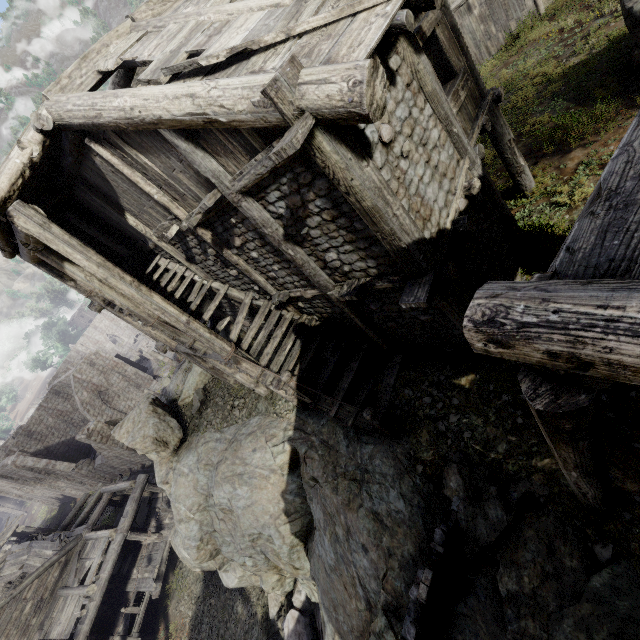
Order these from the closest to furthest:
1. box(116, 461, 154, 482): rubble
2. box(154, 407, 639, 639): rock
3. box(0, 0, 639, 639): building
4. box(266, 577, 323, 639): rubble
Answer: box(0, 0, 639, 639): building → box(154, 407, 639, 639): rock → box(266, 577, 323, 639): rubble → box(116, 461, 154, 482): rubble

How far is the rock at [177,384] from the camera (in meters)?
17.79

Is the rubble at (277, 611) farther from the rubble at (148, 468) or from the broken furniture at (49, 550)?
the rubble at (148, 468)

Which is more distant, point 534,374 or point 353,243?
point 353,243

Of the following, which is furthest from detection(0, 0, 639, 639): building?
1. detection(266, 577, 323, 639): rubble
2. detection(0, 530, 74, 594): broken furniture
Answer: detection(266, 577, 323, 639): rubble

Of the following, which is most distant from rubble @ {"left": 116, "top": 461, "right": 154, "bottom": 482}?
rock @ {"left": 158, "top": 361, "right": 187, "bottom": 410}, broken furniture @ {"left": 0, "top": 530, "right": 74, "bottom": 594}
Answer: rock @ {"left": 158, "top": 361, "right": 187, "bottom": 410}

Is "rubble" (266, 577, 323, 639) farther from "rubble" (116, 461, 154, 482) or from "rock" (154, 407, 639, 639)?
"rubble" (116, 461, 154, 482)

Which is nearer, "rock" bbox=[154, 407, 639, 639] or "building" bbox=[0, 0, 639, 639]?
"building" bbox=[0, 0, 639, 639]
